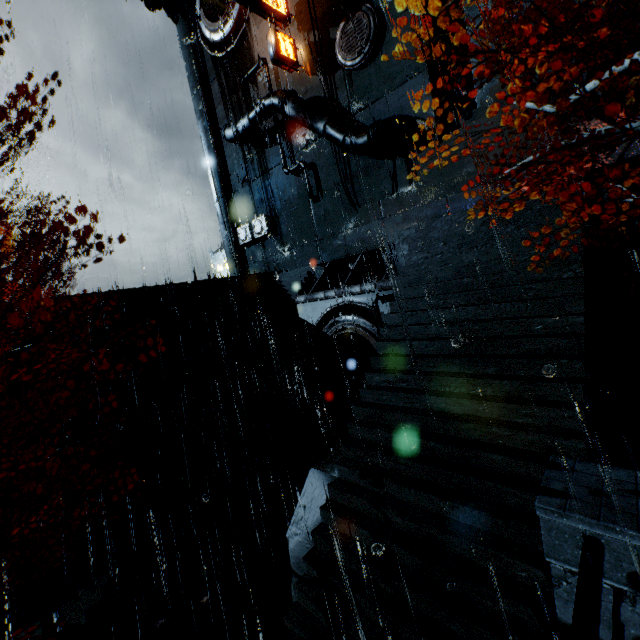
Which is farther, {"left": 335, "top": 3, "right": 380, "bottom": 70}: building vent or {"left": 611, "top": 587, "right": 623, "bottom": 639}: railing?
{"left": 335, "top": 3, "right": 380, "bottom": 70}: building vent

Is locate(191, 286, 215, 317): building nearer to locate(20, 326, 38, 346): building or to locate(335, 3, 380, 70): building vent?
locate(20, 326, 38, 346): building

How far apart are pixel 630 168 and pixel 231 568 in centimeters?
1575cm

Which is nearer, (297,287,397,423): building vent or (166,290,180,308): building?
(297,287,397,423): building vent

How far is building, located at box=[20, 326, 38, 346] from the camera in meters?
12.7 m

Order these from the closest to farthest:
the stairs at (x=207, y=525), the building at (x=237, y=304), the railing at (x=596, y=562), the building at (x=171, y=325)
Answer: the railing at (x=596, y=562) < the stairs at (x=207, y=525) < the building at (x=171, y=325) < the building at (x=237, y=304)

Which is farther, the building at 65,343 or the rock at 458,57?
the rock at 458,57

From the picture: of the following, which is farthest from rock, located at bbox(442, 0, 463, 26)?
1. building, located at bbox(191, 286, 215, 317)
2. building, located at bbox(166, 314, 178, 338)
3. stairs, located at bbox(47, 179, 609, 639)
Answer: building, located at bbox(166, 314, 178, 338)
